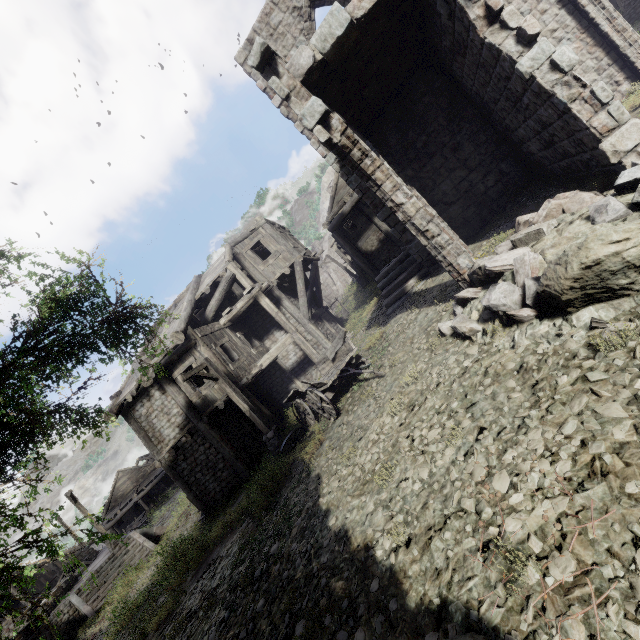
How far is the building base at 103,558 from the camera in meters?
18.3 m

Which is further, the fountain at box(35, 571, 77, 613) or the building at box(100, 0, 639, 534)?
the fountain at box(35, 571, 77, 613)

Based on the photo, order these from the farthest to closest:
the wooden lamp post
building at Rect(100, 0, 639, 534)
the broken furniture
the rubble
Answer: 1. the broken furniture
2. the wooden lamp post
3. building at Rect(100, 0, 639, 534)
4. the rubble

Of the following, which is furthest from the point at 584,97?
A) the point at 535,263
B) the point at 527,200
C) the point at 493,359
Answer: the point at 493,359

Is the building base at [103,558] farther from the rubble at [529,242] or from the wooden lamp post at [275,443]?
the rubble at [529,242]

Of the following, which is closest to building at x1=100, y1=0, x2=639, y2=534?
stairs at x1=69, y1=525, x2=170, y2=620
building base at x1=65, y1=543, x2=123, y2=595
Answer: building base at x1=65, y1=543, x2=123, y2=595

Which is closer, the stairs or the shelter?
the stairs

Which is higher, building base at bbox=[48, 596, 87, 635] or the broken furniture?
the broken furniture
